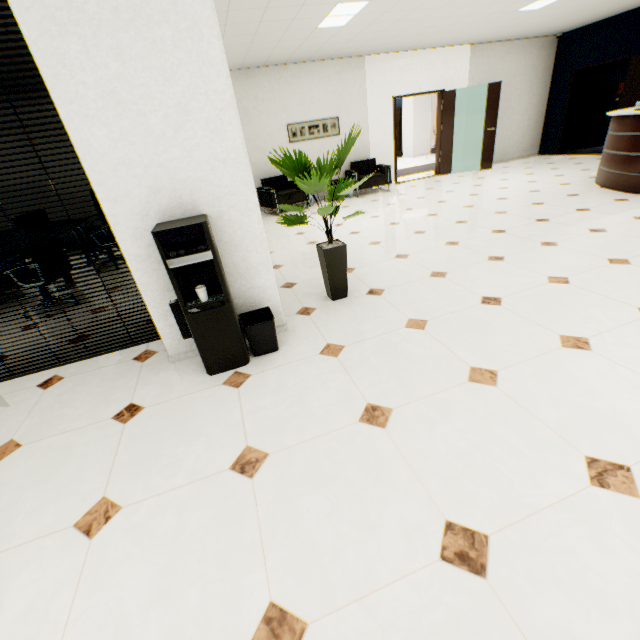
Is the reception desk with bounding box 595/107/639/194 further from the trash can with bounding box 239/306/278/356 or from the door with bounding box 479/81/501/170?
the trash can with bounding box 239/306/278/356

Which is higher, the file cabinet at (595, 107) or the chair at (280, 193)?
the file cabinet at (595, 107)

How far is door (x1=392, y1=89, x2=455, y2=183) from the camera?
8.50m

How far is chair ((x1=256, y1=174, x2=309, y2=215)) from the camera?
7.45m

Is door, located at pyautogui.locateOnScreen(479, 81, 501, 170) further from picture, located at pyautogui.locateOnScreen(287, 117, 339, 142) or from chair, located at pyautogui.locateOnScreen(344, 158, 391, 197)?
picture, located at pyautogui.locateOnScreen(287, 117, 339, 142)

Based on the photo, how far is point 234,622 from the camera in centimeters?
114cm

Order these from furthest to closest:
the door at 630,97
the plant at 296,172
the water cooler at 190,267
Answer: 1. the door at 630,97
2. the plant at 296,172
3. the water cooler at 190,267

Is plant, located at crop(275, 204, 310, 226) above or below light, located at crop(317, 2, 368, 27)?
below
